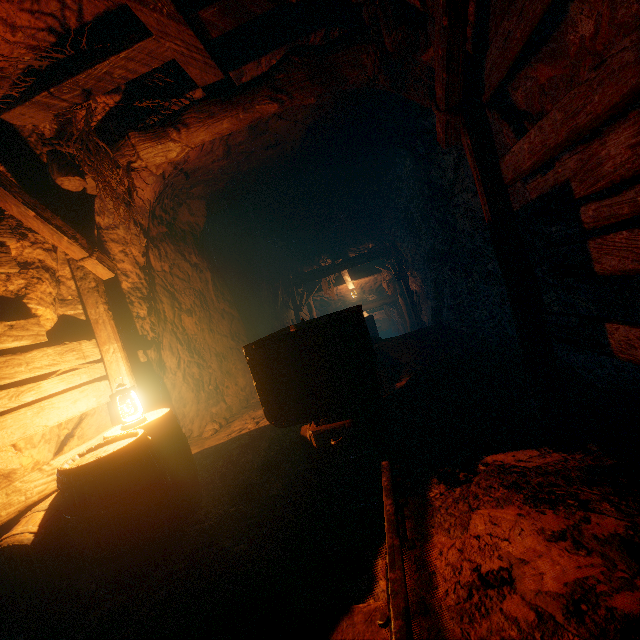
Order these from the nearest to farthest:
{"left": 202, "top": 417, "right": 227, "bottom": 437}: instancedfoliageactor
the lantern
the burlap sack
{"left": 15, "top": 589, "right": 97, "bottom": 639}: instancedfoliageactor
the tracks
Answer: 1. the tracks
2. {"left": 15, "top": 589, "right": 97, "bottom": 639}: instancedfoliageactor
3. the lantern
4. {"left": 202, "top": 417, "right": 227, "bottom": 437}: instancedfoliageactor
5. the burlap sack

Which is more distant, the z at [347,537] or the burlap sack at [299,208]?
the burlap sack at [299,208]

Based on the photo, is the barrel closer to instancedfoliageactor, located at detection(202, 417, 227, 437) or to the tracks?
the tracks

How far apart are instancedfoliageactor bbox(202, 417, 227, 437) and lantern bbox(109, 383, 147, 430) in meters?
2.4 m

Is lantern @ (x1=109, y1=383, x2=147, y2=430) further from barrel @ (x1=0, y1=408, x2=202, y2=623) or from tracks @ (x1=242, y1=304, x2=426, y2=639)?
tracks @ (x1=242, y1=304, x2=426, y2=639)

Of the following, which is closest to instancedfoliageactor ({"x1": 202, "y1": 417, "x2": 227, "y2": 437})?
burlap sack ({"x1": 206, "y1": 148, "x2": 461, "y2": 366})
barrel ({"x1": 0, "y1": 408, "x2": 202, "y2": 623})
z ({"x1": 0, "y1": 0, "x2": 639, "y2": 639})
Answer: z ({"x1": 0, "y1": 0, "x2": 639, "y2": 639})

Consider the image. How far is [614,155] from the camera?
1.6 meters

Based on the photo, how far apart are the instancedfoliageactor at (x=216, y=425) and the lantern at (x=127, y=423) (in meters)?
2.36
